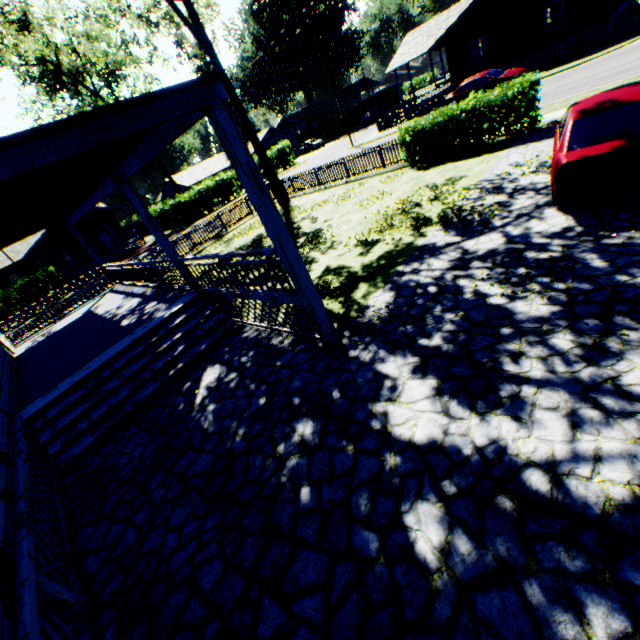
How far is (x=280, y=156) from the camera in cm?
4312

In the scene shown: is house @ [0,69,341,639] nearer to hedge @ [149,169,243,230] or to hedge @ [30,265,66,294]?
hedge @ [30,265,66,294]

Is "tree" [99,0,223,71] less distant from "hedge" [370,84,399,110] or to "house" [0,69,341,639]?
"house" [0,69,341,639]

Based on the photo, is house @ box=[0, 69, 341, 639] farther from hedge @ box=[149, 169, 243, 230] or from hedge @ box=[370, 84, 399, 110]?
hedge @ box=[370, 84, 399, 110]

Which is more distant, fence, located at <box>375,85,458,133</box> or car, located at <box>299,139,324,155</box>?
car, located at <box>299,139,324,155</box>

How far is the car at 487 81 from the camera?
20.4m

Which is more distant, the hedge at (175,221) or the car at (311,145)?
the car at (311,145)

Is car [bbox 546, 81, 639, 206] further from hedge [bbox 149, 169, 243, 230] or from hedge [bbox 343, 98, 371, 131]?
hedge [bbox 343, 98, 371, 131]
